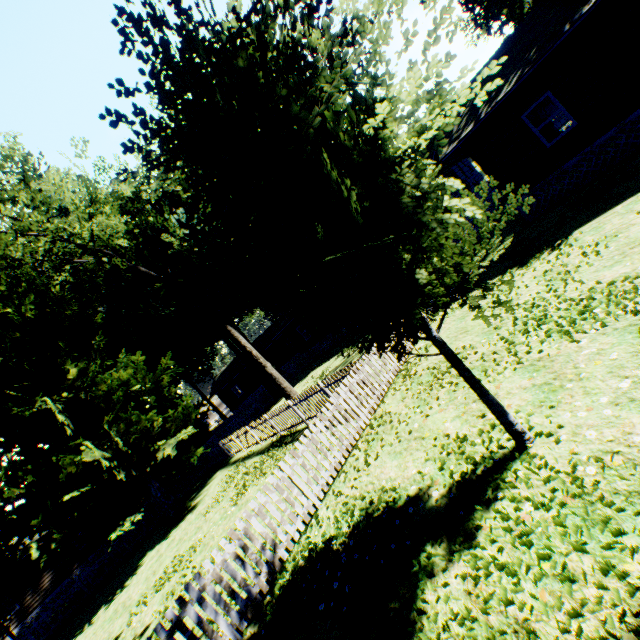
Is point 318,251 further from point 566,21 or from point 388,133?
point 566,21

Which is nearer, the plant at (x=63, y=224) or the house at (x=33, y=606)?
the plant at (x=63, y=224)

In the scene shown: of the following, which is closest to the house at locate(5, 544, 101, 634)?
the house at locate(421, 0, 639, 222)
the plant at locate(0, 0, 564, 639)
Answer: the plant at locate(0, 0, 564, 639)

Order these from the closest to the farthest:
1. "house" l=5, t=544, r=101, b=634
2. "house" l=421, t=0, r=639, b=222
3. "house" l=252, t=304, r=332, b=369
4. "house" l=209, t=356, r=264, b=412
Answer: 1. "house" l=421, t=0, r=639, b=222
2. "house" l=5, t=544, r=101, b=634
3. "house" l=252, t=304, r=332, b=369
4. "house" l=209, t=356, r=264, b=412

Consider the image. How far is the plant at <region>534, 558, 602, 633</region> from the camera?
2.5m

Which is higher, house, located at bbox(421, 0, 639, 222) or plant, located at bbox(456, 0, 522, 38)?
plant, located at bbox(456, 0, 522, 38)

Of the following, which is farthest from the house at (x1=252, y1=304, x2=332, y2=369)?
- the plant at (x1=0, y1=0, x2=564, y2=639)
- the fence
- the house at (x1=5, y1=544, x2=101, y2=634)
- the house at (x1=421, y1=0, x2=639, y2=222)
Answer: the house at (x1=5, y1=544, x2=101, y2=634)

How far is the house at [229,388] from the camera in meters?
44.2
